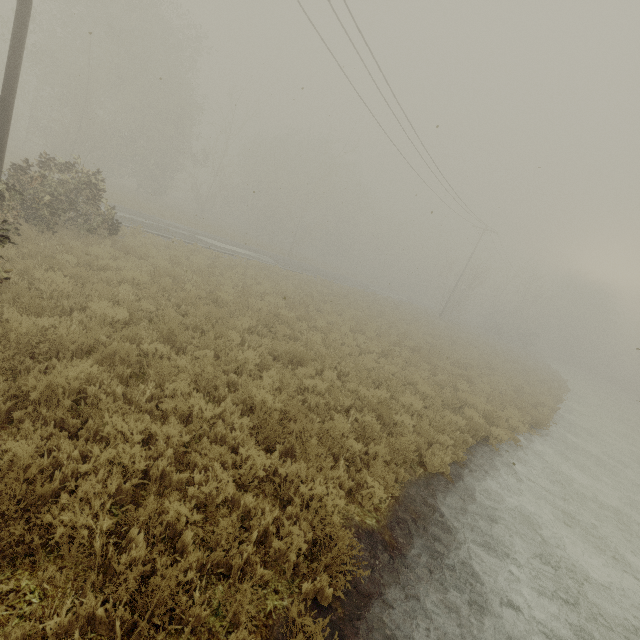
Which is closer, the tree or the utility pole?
the utility pole

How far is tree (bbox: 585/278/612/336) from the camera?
58.47m

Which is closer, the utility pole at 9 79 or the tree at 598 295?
the utility pole at 9 79

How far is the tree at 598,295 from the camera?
58.5m

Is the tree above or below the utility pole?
above

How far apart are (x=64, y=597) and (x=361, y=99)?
19.9 meters
